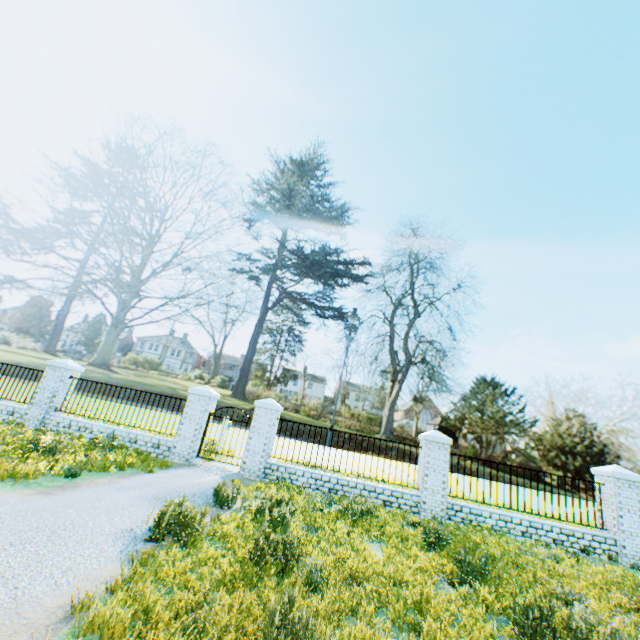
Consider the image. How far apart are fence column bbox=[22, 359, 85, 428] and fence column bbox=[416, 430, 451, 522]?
12.73m

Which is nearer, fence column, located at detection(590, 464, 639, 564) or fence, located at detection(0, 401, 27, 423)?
fence column, located at detection(590, 464, 639, 564)

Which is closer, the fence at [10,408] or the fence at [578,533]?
the fence at [578,533]

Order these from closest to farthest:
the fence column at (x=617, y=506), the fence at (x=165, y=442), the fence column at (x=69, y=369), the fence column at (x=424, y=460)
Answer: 1. the fence column at (x=617, y=506)
2. the fence column at (x=424, y=460)
3. the fence at (x=165, y=442)
4. the fence column at (x=69, y=369)

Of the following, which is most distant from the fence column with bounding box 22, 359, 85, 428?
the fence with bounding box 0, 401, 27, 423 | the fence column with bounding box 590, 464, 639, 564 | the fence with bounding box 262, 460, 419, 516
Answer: the fence column with bounding box 590, 464, 639, 564

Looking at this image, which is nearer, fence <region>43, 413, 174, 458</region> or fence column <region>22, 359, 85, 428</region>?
fence <region>43, 413, 174, 458</region>

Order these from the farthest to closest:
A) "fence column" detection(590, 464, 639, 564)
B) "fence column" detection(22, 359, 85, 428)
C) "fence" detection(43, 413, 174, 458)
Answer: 1. "fence column" detection(22, 359, 85, 428)
2. "fence" detection(43, 413, 174, 458)
3. "fence column" detection(590, 464, 639, 564)

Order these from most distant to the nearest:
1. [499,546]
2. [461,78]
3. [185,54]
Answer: [185,54], [461,78], [499,546]
